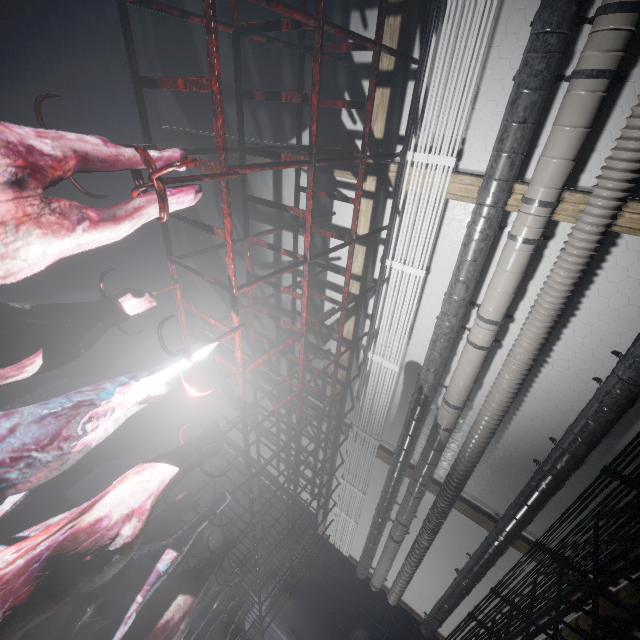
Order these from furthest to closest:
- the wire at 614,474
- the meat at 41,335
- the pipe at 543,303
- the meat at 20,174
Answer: the wire at 614,474 < the pipe at 543,303 < the meat at 41,335 < the meat at 20,174

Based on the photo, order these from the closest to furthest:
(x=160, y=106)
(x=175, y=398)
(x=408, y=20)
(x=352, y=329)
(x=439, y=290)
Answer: (x=408, y=20)
(x=439, y=290)
(x=352, y=329)
(x=160, y=106)
(x=175, y=398)

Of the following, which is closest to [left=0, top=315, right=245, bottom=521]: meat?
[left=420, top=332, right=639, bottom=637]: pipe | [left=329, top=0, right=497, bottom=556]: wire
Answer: [left=329, top=0, right=497, bottom=556]: wire

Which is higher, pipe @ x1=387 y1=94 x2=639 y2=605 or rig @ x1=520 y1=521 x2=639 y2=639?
pipe @ x1=387 y1=94 x2=639 y2=605

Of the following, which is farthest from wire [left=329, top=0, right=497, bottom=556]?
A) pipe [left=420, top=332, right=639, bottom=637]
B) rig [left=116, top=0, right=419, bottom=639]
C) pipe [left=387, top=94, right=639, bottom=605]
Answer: pipe [left=420, top=332, right=639, bottom=637]

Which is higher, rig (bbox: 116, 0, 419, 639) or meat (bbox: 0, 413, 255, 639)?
rig (bbox: 116, 0, 419, 639)

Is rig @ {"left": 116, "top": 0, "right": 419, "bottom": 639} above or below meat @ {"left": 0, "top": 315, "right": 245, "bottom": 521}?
above

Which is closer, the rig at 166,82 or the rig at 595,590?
the rig at 166,82
